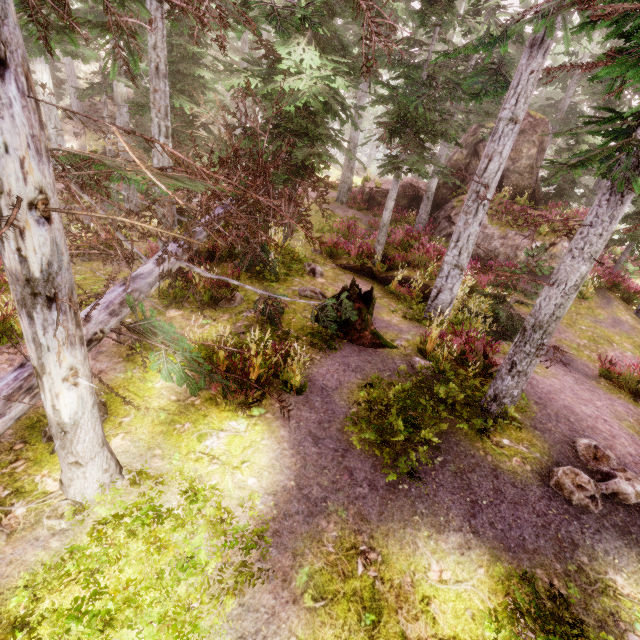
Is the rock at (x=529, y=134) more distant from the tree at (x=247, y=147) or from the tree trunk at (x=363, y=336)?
the tree trunk at (x=363, y=336)

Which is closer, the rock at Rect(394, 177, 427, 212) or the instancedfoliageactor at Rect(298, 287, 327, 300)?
the instancedfoliageactor at Rect(298, 287, 327, 300)

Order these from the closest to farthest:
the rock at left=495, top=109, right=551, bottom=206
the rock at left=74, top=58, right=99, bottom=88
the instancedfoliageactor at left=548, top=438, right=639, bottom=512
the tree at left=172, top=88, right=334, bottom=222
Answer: the instancedfoliageactor at left=548, top=438, right=639, bottom=512
the tree at left=172, top=88, right=334, bottom=222
the rock at left=495, top=109, right=551, bottom=206
the rock at left=74, top=58, right=99, bottom=88

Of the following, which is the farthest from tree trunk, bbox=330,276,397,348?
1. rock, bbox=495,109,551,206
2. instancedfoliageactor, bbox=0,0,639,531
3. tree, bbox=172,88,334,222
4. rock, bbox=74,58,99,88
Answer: rock, bbox=74,58,99,88

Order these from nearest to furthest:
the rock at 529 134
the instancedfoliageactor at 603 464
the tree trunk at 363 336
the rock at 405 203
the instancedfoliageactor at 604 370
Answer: the instancedfoliageactor at 603 464, the tree trunk at 363 336, the instancedfoliageactor at 604 370, the rock at 529 134, the rock at 405 203

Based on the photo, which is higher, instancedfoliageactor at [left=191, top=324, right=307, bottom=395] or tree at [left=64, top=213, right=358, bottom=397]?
tree at [left=64, top=213, right=358, bottom=397]

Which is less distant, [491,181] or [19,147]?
[19,147]
